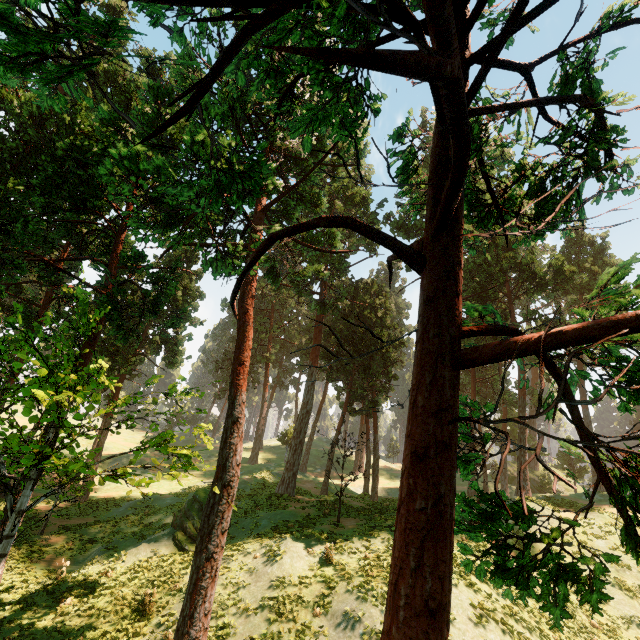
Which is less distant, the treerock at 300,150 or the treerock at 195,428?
the treerock at 300,150

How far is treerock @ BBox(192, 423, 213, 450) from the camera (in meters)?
13.30

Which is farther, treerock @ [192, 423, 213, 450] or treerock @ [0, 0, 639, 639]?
treerock @ [192, 423, 213, 450]

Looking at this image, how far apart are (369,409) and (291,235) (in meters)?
34.85

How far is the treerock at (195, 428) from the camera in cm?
1330
